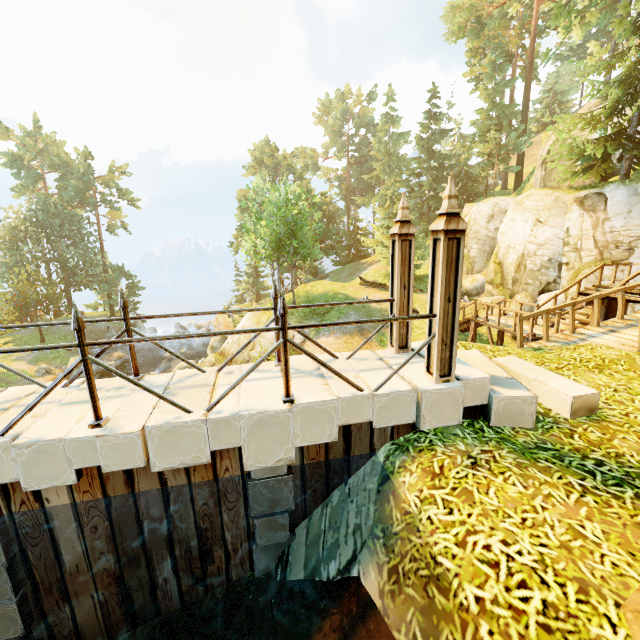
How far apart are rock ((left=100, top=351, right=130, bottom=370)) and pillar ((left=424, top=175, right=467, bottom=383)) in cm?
3425

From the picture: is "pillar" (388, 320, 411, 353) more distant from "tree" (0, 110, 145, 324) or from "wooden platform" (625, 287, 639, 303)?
"tree" (0, 110, 145, 324)

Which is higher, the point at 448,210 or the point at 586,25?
the point at 586,25

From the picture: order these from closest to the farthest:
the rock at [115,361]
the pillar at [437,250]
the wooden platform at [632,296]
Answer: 1. the pillar at [437,250]
2. the wooden platform at [632,296]
3. the rock at [115,361]

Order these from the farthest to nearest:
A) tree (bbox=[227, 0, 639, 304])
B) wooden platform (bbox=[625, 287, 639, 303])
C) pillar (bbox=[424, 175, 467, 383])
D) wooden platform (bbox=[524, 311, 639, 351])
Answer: tree (bbox=[227, 0, 639, 304]) → wooden platform (bbox=[625, 287, 639, 303]) → wooden platform (bbox=[524, 311, 639, 351]) → pillar (bbox=[424, 175, 467, 383])

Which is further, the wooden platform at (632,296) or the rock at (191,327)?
the rock at (191,327)

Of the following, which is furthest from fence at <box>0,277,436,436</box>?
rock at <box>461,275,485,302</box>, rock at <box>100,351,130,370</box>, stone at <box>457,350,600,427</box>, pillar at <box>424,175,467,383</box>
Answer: rock at <box>100,351,130,370</box>

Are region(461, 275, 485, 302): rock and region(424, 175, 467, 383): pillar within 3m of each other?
no
